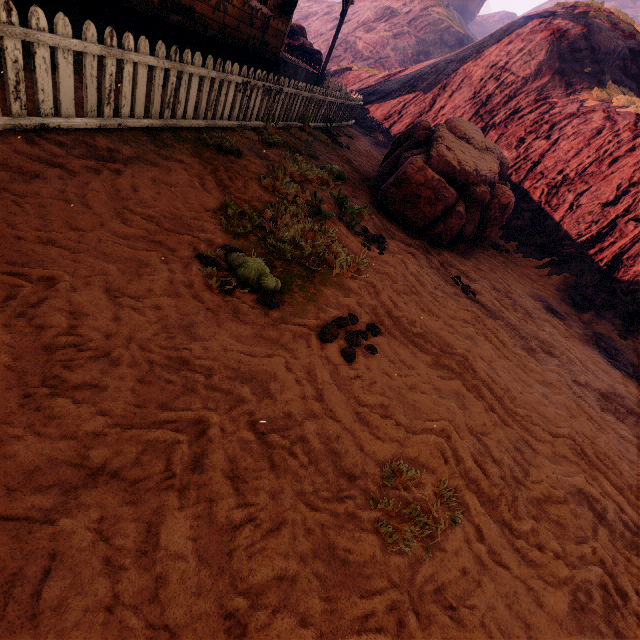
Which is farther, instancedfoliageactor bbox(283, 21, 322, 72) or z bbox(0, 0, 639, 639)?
instancedfoliageactor bbox(283, 21, 322, 72)

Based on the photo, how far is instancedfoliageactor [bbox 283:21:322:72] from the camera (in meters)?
15.77

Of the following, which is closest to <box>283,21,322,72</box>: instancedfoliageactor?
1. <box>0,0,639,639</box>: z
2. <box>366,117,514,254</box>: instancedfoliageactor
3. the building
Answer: <box>0,0,639,639</box>: z

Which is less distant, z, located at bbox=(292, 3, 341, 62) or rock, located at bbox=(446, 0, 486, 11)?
z, located at bbox=(292, 3, 341, 62)

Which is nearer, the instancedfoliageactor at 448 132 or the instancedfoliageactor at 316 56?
the instancedfoliageactor at 448 132

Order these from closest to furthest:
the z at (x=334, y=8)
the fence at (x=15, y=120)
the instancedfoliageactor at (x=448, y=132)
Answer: the fence at (x=15, y=120)
the instancedfoliageactor at (x=448, y=132)
the z at (x=334, y=8)

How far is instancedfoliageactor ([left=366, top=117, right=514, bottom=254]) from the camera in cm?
597

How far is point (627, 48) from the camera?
13.4 meters
